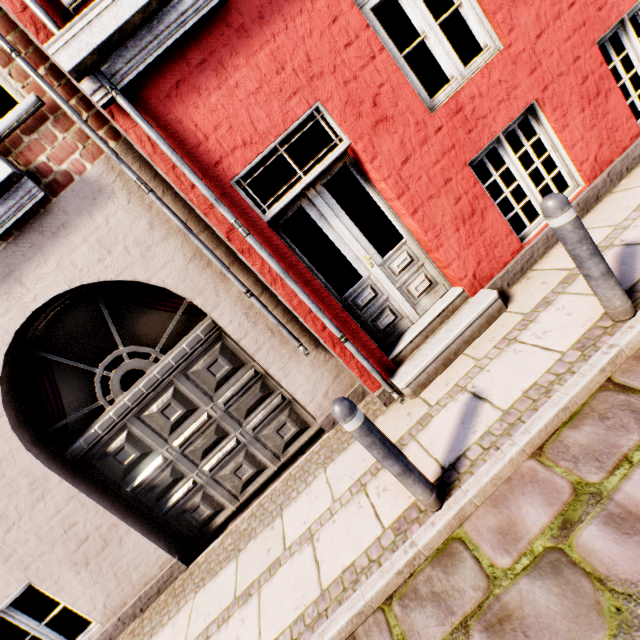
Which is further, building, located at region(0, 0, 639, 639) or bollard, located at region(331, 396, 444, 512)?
building, located at region(0, 0, 639, 639)

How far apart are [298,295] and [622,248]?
3.1m

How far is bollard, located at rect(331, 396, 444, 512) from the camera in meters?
2.1 m

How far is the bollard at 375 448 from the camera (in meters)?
2.07

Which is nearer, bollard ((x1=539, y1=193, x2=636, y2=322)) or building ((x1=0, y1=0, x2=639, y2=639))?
bollard ((x1=539, y1=193, x2=636, y2=322))

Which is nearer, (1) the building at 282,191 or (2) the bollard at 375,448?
(2) the bollard at 375,448
